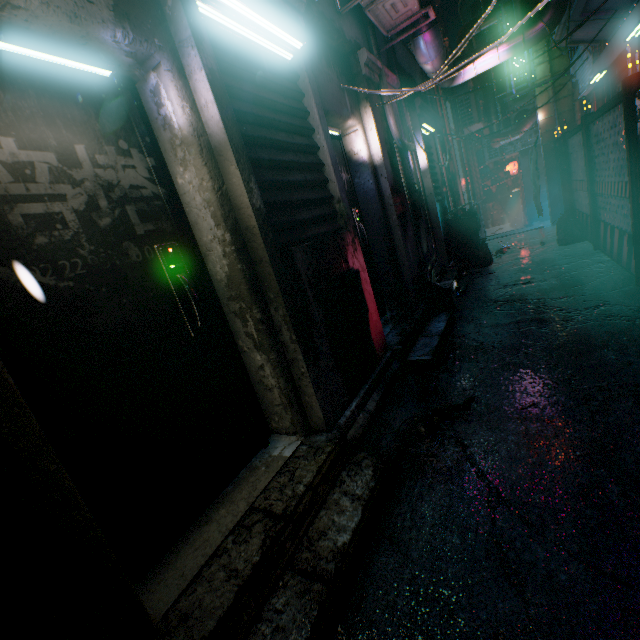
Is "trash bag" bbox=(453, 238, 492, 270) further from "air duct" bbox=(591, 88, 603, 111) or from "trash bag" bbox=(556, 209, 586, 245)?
"air duct" bbox=(591, 88, 603, 111)

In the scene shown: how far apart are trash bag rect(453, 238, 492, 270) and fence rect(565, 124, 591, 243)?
1.4m

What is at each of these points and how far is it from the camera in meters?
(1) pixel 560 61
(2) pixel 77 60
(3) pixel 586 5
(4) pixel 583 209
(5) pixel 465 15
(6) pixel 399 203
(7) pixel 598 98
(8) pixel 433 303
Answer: (1) air duct, 6.8 m
(2) fluorescent light, 1.3 m
(3) building support, 4.6 m
(4) fence, 5.4 m
(5) air duct, 10.5 m
(6) mailbox, 3.6 m
(7) air duct, 6.8 m
(8) trash bag, 3.9 m

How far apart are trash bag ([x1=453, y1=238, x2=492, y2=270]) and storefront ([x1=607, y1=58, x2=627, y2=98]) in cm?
219

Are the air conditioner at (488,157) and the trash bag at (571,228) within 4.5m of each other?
no

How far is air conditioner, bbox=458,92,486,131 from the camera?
8.9m

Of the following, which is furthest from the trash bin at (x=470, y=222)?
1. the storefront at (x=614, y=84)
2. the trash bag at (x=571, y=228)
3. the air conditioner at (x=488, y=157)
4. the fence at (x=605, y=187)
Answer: the air conditioner at (x=488, y=157)

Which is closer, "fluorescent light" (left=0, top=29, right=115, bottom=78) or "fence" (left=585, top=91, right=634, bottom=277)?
"fluorescent light" (left=0, top=29, right=115, bottom=78)
